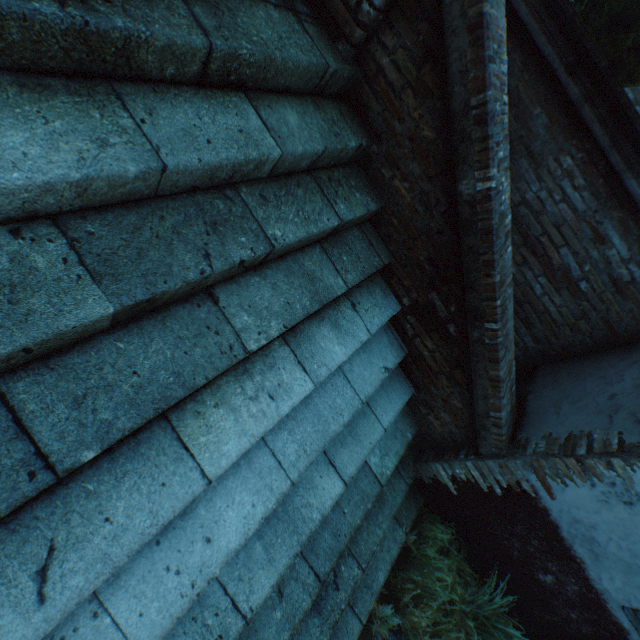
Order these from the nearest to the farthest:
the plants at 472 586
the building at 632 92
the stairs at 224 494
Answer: the stairs at 224 494 → the plants at 472 586 → the building at 632 92

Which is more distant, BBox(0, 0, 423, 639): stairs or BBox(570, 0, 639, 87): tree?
BBox(570, 0, 639, 87): tree

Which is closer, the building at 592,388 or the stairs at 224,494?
the stairs at 224,494

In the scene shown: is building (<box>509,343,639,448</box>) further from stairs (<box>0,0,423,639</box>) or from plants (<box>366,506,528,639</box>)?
plants (<box>366,506,528,639</box>)

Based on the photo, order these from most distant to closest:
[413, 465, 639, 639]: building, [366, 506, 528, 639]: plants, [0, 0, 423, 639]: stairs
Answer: [366, 506, 528, 639]: plants, [413, 465, 639, 639]: building, [0, 0, 423, 639]: stairs

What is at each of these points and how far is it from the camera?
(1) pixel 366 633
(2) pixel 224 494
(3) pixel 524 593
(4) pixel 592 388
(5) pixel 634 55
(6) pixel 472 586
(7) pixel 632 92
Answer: (1) ground stones, 2.8m
(2) stairs, 1.7m
(3) building, 3.2m
(4) building, 2.8m
(5) tree, 2.8m
(6) plants, 3.5m
(7) building, 12.3m

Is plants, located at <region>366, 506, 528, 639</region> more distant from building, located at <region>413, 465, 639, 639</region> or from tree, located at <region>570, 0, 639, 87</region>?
tree, located at <region>570, 0, 639, 87</region>

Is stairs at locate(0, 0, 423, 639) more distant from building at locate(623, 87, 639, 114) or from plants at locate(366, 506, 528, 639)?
building at locate(623, 87, 639, 114)
